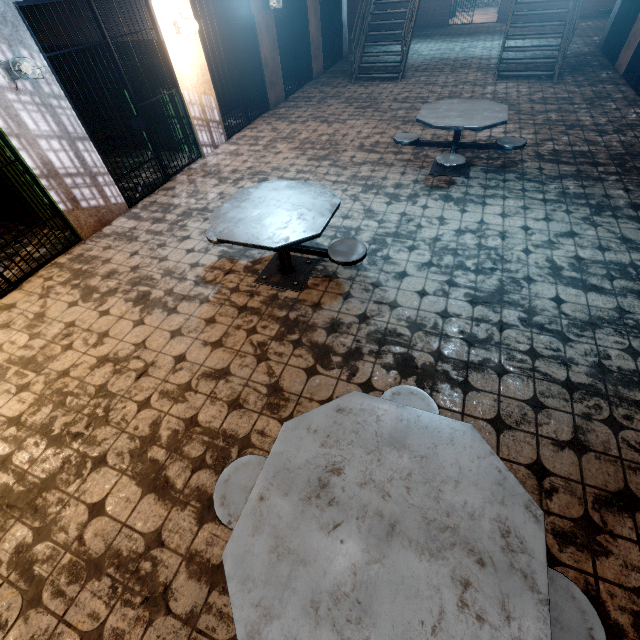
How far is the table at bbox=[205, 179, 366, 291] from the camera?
2.9 meters

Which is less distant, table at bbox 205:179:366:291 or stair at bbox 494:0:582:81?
table at bbox 205:179:366:291

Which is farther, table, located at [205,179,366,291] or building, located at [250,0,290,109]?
building, located at [250,0,290,109]

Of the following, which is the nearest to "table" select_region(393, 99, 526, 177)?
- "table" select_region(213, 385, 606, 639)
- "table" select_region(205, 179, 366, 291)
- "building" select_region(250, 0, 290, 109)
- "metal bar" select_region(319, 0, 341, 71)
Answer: "table" select_region(205, 179, 366, 291)

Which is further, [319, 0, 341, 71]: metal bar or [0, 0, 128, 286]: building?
[319, 0, 341, 71]: metal bar

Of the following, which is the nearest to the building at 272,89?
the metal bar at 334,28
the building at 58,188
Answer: the building at 58,188

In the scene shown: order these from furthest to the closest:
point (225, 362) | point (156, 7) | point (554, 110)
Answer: point (554, 110), point (156, 7), point (225, 362)

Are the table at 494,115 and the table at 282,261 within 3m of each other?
yes
